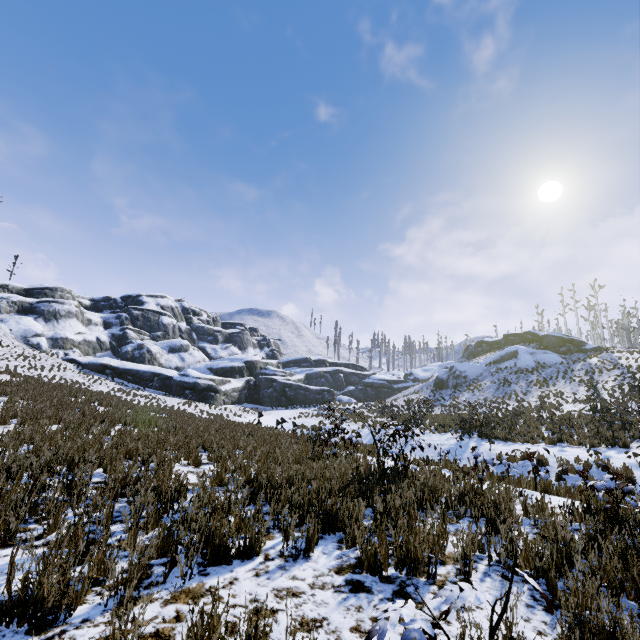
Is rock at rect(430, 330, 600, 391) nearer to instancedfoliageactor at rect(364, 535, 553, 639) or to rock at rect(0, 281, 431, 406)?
rock at rect(0, 281, 431, 406)

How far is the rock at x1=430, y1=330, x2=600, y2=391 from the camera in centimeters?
3794cm

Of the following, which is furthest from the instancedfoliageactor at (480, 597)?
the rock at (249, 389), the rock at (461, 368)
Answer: the rock at (461, 368)

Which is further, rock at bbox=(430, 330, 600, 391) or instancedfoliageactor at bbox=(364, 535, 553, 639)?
rock at bbox=(430, 330, 600, 391)

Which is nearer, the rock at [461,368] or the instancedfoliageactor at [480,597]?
the instancedfoliageactor at [480,597]

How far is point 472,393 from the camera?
33.9 meters

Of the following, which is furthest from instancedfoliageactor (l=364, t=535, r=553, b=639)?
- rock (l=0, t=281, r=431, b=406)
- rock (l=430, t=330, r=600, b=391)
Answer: rock (l=430, t=330, r=600, b=391)

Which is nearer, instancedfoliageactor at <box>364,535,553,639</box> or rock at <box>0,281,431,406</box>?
instancedfoliageactor at <box>364,535,553,639</box>
